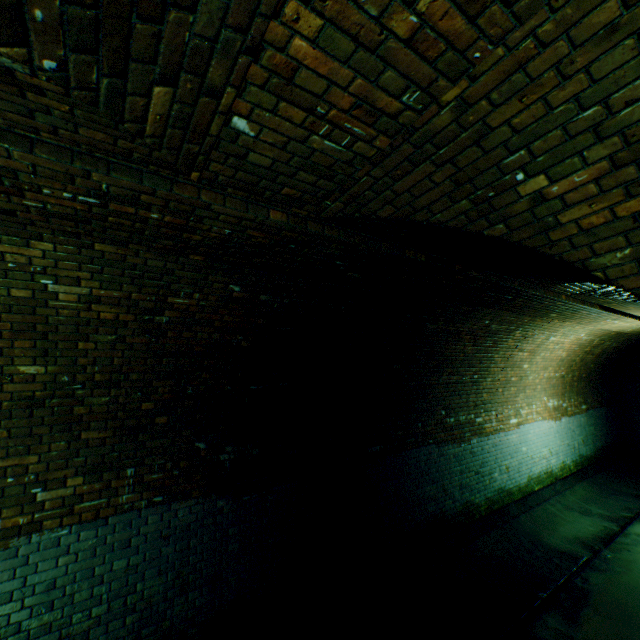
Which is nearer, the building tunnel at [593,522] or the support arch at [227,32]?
the support arch at [227,32]

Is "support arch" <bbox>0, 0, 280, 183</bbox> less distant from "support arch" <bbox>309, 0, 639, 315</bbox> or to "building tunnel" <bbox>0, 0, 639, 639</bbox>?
"building tunnel" <bbox>0, 0, 639, 639</bbox>

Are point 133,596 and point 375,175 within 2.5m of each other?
no

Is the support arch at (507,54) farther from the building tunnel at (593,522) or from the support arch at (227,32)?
the support arch at (227,32)

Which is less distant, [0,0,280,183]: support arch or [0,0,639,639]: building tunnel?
[0,0,280,183]: support arch

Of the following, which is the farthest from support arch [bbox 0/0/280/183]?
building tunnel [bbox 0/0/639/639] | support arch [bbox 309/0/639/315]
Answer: support arch [bbox 309/0/639/315]
